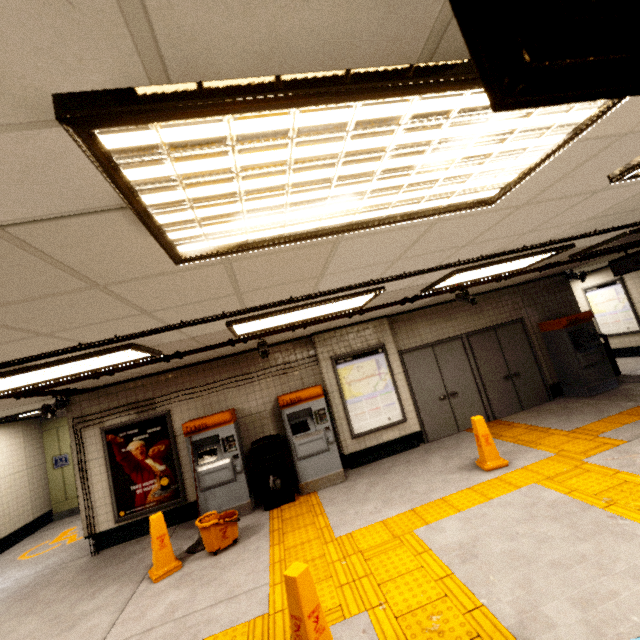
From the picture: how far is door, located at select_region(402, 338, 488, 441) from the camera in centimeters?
731cm

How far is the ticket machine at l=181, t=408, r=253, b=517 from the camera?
5.78m

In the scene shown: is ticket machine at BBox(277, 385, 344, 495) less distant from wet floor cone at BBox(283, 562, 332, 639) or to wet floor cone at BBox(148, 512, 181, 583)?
wet floor cone at BBox(148, 512, 181, 583)

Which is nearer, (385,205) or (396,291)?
(385,205)

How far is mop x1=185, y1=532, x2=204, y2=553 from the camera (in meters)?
4.89

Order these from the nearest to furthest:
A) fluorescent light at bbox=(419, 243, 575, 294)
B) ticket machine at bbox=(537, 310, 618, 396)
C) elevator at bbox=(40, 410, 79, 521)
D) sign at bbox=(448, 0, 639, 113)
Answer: sign at bbox=(448, 0, 639, 113), fluorescent light at bbox=(419, 243, 575, 294), ticket machine at bbox=(537, 310, 618, 396), elevator at bbox=(40, 410, 79, 521)

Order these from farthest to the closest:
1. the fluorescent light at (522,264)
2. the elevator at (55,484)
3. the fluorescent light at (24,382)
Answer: →
1. the elevator at (55,484)
2. the fluorescent light at (522,264)
3. the fluorescent light at (24,382)

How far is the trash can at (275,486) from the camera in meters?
5.8
